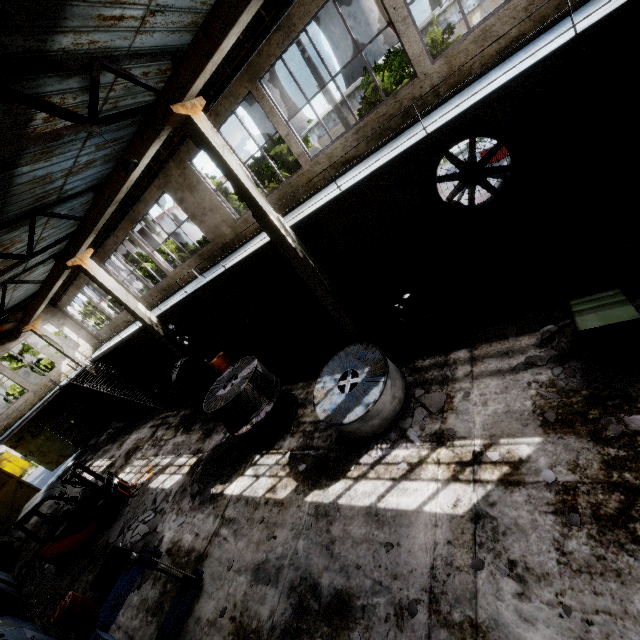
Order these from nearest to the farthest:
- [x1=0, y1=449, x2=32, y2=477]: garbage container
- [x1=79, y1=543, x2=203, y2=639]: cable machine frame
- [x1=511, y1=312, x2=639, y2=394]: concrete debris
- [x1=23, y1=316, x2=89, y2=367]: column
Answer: [x1=511, y1=312, x2=639, y2=394]: concrete debris < [x1=79, y1=543, x2=203, y2=639]: cable machine frame < [x1=23, y1=316, x2=89, y2=367]: column < [x1=0, y1=449, x2=32, y2=477]: garbage container

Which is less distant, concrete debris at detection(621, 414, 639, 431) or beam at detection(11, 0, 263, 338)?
concrete debris at detection(621, 414, 639, 431)

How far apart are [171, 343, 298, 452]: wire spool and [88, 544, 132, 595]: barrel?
4.11m

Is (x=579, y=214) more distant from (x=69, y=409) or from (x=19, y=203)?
(x=69, y=409)

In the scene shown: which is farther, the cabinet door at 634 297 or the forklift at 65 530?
the forklift at 65 530

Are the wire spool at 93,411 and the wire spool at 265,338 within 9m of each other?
no

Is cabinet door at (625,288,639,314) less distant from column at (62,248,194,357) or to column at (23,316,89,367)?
column at (62,248,194,357)

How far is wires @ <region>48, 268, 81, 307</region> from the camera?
19.08m
